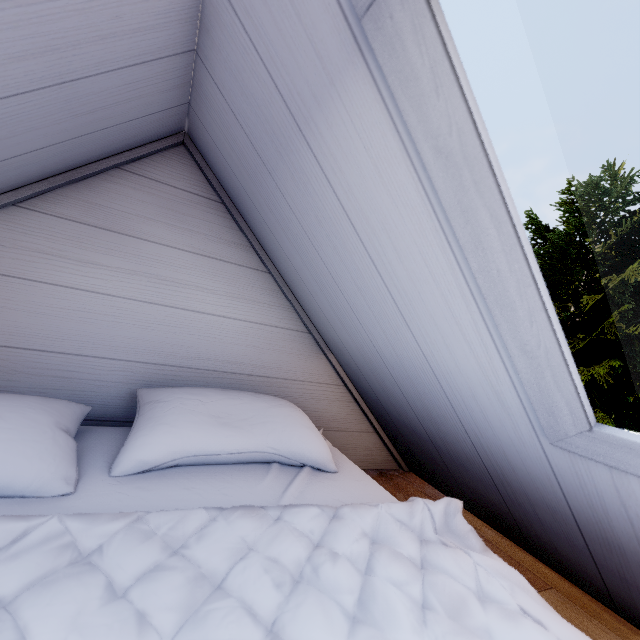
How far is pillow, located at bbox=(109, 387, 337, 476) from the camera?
0.8 meters

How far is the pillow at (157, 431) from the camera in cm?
81

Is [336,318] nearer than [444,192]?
No
